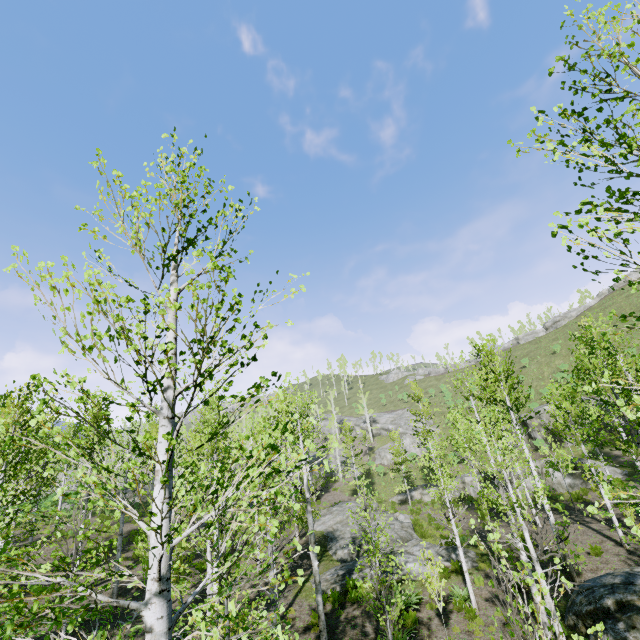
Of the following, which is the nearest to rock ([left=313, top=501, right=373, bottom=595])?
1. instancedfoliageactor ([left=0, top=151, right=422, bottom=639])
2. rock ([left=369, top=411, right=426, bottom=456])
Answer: instancedfoliageactor ([left=0, top=151, right=422, bottom=639])

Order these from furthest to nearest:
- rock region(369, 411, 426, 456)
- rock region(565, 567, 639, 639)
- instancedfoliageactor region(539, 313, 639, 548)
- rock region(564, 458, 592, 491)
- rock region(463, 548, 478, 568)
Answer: rock region(369, 411, 426, 456) < rock region(564, 458, 592, 491) < rock region(463, 548, 478, 568) < rock region(565, 567, 639, 639) < instancedfoliageactor region(539, 313, 639, 548)

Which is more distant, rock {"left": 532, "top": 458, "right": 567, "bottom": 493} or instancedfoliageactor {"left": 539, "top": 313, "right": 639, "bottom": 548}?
rock {"left": 532, "top": 458, "right": 567, "bottom": 493}

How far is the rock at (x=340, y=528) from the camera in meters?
15.6

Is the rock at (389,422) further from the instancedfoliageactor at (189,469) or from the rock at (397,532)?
the rock at (397,532)

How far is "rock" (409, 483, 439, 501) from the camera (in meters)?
32.91

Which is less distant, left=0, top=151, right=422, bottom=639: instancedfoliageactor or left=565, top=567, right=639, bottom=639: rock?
left=0, top=151, right=422, bottom=639: instancedfoliageactor

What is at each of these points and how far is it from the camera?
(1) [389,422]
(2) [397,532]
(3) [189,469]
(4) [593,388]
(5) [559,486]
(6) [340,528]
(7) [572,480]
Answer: (1) rock, 54.6 meters
(2) rock, 20.3 meters
(3) instancedfoliageactor, 4.4 meters
(4) instancedfoliageactor, 7.5 meters
(5) rock, 24.5 meters
(6) rock, 23.3 meters
(7) rock, 24.2 meters
